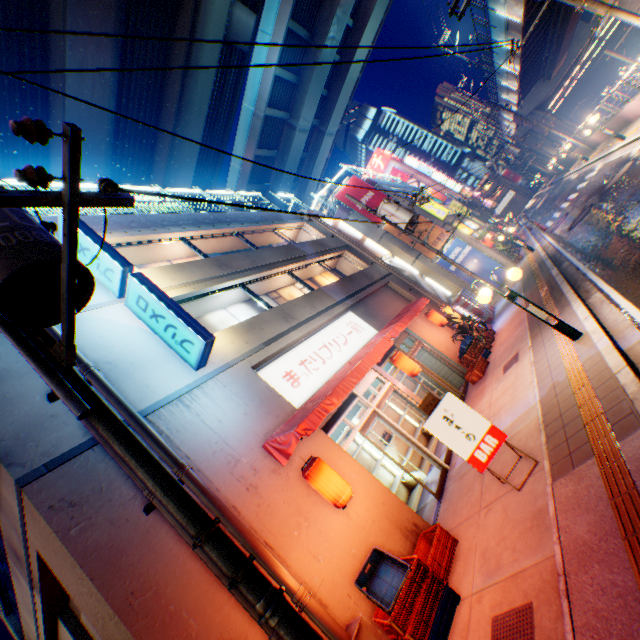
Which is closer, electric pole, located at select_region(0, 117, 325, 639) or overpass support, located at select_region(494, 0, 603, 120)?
electric pole, located at select_region(0, 117, 325, 639)

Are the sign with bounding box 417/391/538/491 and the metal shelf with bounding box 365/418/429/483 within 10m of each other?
yes

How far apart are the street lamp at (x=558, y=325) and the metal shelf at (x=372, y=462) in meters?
5.1 m

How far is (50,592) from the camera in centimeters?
661cm

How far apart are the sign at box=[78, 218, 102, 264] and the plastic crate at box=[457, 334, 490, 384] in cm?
1084

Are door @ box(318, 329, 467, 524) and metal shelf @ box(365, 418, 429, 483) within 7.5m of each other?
yes

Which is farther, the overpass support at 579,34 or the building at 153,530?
the overpass support at 579,34

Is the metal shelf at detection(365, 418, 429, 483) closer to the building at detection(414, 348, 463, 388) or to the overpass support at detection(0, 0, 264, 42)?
the building at detection(414, 348, 463, 388)
